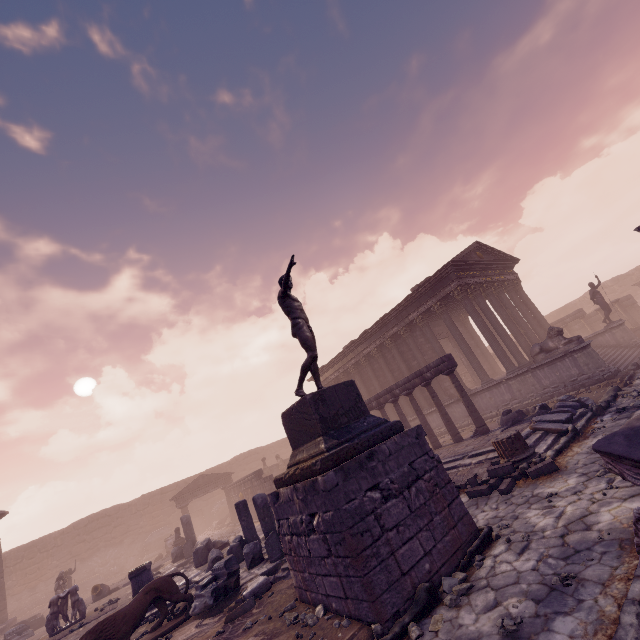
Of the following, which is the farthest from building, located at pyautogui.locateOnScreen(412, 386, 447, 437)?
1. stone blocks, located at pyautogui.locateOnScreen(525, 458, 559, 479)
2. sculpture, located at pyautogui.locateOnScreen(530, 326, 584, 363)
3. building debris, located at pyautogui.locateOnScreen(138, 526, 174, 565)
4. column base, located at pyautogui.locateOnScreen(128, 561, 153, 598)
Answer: A: building debris, located at pyautogui.locateOnScreen(138, 526, 174, 565)

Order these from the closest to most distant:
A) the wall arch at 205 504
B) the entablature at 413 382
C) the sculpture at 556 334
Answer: the entablature at 413 382 < the sculpture at 556 334 < the wall arch at 205 504

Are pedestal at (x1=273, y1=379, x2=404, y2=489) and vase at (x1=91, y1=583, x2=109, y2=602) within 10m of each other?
no

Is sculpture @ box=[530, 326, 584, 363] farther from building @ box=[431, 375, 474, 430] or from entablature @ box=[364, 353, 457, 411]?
entablature @ box=[364, 353, 457, 411]

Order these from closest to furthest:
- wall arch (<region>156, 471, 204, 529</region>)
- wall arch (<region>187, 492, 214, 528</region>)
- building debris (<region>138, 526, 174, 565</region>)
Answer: building debris (<region>138, 526, 174, 565</region>)
wall arch (<region>156, 471, 204, 529</region>)
wall arch (<region>187, 492, 214, 528</region>)

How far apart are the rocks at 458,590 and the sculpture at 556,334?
12.0 meters

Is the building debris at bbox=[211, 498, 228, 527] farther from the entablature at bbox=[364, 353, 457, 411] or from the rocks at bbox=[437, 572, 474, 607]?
the rocks at bbox=[437, 572, 474, 607]

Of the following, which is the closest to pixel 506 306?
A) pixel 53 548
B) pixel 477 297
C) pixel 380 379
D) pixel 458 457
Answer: pixel 477 297
